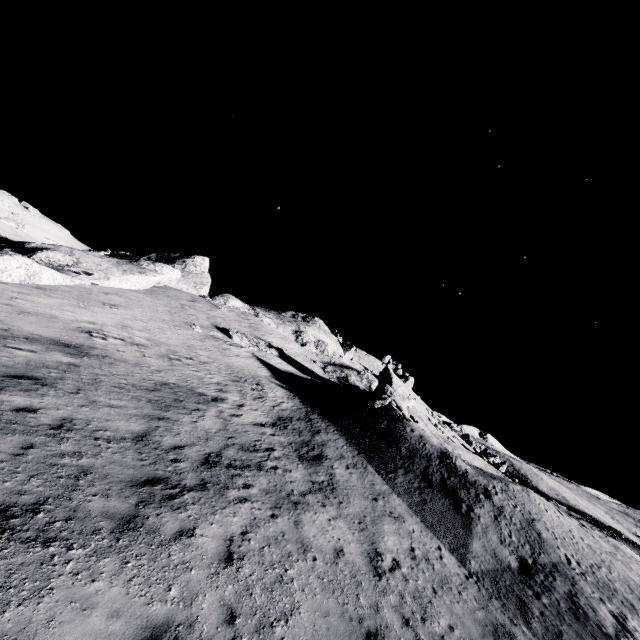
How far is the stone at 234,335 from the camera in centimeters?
2925cm

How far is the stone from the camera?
29.2m

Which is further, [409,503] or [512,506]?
[512,506]
